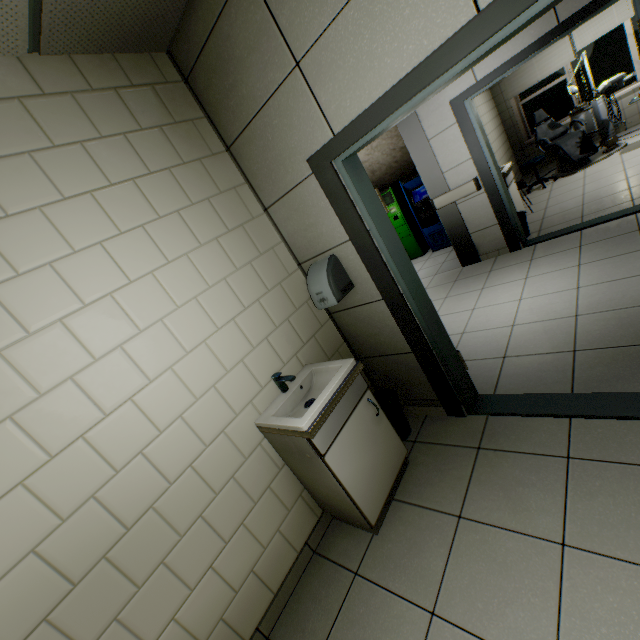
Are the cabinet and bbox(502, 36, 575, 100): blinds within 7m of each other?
no

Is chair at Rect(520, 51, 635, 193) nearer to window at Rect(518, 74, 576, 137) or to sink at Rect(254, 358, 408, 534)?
window at Rect(518, 74, 576, 137)

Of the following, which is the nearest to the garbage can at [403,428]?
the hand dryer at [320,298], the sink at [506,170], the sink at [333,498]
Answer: the sink at [333,498]

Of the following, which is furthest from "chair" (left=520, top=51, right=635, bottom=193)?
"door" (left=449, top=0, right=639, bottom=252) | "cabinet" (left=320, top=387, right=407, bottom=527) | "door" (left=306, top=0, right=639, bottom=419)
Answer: "cabinet" (left=320, top=387, right=407, bottom=527)

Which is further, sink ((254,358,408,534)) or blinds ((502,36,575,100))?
blinds ((502,36,575,100))

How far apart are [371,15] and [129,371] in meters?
2.1

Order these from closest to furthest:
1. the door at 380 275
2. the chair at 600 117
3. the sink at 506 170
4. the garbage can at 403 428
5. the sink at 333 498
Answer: the door at 380 275 → the sink at 333 498 → the garbage can at 403 428 → the sink at 506 170 → the chair at 600 117

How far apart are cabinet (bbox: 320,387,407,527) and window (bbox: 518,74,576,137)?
8.79m
